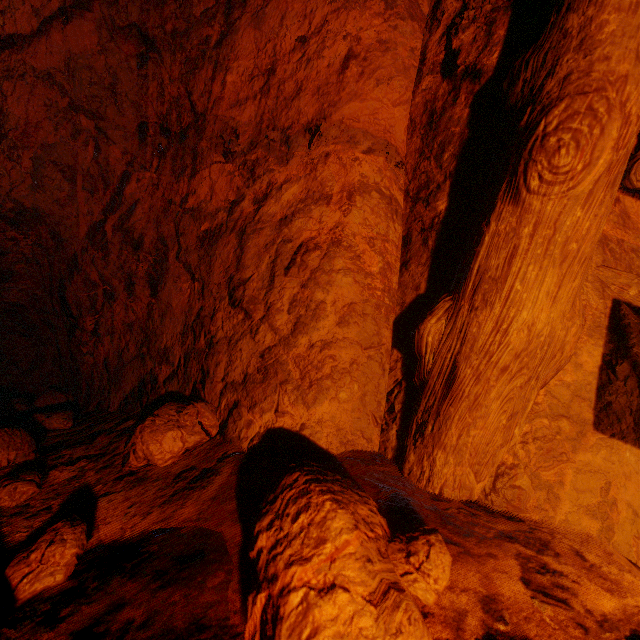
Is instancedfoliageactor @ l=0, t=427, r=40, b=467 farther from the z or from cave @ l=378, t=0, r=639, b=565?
cave @ l=378, t=0, r=639, b=565

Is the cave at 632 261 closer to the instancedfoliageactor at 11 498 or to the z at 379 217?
the z at 379 217

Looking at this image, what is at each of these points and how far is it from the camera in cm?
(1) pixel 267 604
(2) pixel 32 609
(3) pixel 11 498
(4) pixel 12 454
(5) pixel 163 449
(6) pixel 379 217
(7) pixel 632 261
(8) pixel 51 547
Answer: (1) instancedfoliageactor, 56
(2) cave, 76
(3) instancedfoliageactor, 119
(4) instancedfoliageactor, 145
(5) instancedfoliageactor, 119
(6) z, 138
(7) cave, 114
(8) instancedfoliageactor, 87

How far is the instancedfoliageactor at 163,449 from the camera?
1.2 meters

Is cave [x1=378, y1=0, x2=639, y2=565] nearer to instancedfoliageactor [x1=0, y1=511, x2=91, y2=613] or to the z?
the z

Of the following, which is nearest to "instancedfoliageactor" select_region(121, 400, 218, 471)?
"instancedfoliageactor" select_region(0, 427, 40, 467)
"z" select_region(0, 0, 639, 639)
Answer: "z" select_region(0, 0, 639, 639)

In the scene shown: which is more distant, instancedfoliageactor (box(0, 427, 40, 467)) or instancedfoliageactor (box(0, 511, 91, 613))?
instancedfoliageactor (box(0, 427, 40, 467))

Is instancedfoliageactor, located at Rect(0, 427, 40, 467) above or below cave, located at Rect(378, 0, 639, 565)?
below
